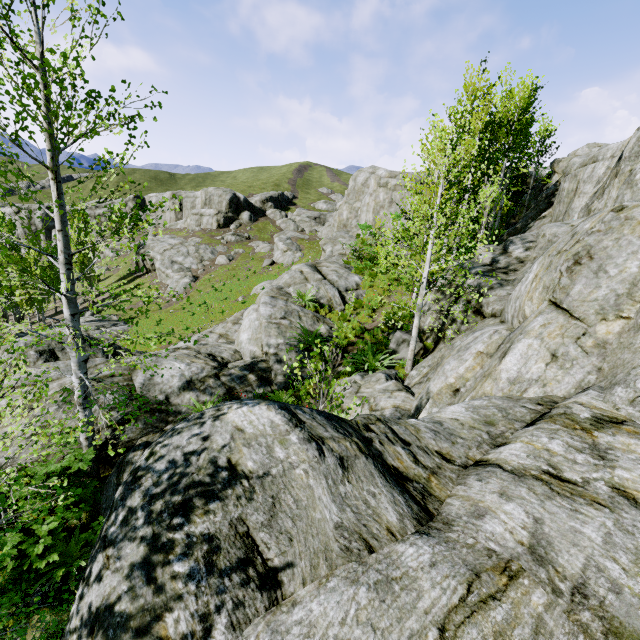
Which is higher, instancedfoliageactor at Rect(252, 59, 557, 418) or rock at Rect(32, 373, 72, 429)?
instancedfoliageactor at Rect(252, 59, 557, 418)

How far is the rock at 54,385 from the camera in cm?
877

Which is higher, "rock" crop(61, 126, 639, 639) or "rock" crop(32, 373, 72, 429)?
"rock" crop(61, 126, 639, 639)

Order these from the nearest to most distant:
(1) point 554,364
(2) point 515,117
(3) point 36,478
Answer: (1) point 554,364 → (3) point 36,478 → (2) point 515,117

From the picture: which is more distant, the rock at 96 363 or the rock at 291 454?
the rock at 96 363

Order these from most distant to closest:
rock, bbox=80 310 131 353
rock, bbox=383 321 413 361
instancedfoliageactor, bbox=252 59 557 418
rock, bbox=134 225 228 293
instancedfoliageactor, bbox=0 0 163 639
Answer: rock, bbox=134 225 228 293 < rock, bbox=80 310 131 353 < rock, bbox=383 321 413 361 < instancedfoliageactor, bbox=252 59 557 418 < instancedfoliageactor, bbox=0 0 163 639
